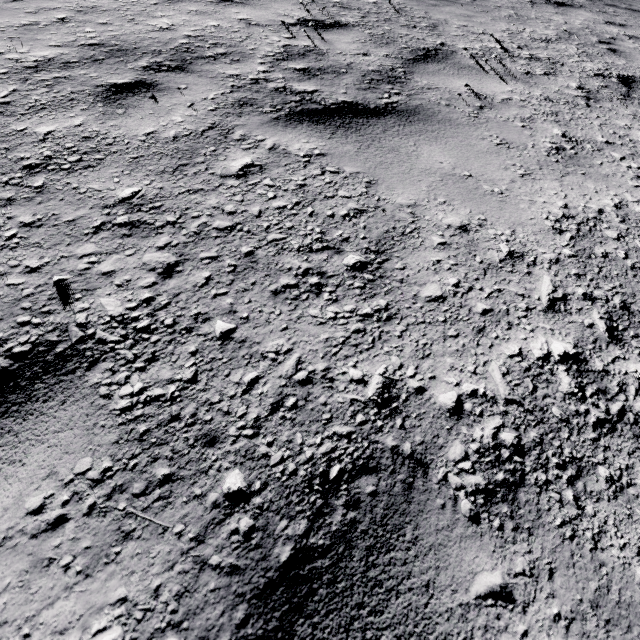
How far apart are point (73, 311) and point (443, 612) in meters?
1.4 m
